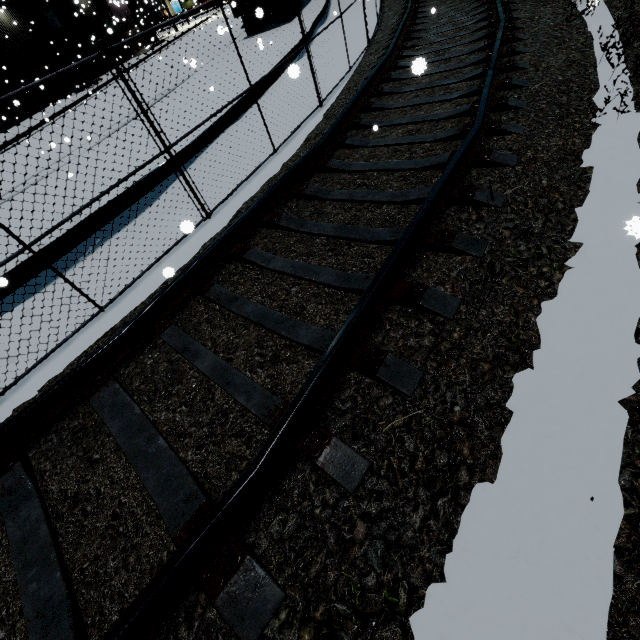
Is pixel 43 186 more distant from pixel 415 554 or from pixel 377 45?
pixel 415 554

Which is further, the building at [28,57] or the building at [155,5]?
the building at [155,5]

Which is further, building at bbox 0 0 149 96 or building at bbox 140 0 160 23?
building at bbox 140 0 160 23
